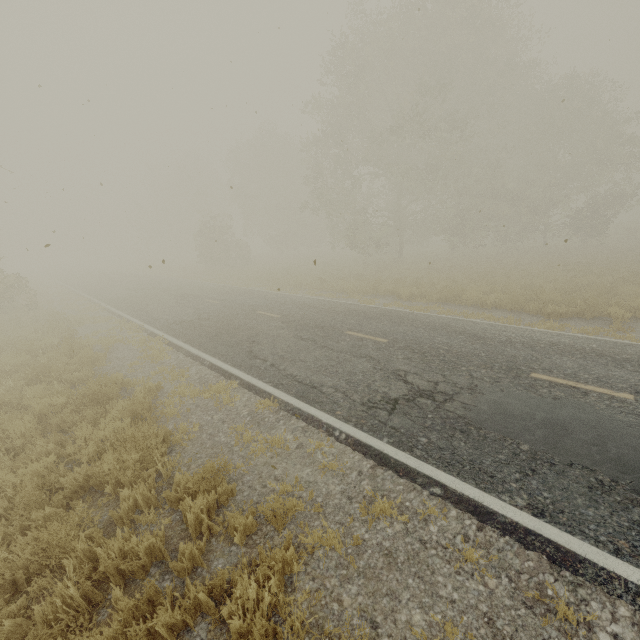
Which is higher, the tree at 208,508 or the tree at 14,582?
the tree at 208,508

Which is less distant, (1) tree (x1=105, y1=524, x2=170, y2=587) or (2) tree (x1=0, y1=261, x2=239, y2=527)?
(1) tree (x1=105, y1=524, x2=170, y2=587)

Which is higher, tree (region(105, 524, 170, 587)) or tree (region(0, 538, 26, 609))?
tree (region(105, 524, 170, 587))

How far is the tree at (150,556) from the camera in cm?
332

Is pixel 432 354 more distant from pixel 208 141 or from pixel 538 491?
pixel 208 141

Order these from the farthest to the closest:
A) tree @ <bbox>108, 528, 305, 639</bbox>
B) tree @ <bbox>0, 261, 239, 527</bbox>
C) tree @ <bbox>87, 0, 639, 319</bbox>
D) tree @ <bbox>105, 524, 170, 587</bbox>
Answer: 1. tree @ <bbox>87, 0, 639, 319</bbox>
2. tree @ <bbox>0, 261, 239, 527</bbox>
3. tree @ <bbox>105, 524, 170, 587</bbox>
4. tree @ <bbox>108, 528, 305, 639</bbox>

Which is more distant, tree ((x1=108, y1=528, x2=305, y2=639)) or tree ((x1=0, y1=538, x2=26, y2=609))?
tree ((x1=0, y1=538, x2=26, y2=609))

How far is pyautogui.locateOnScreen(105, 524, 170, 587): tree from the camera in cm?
332
